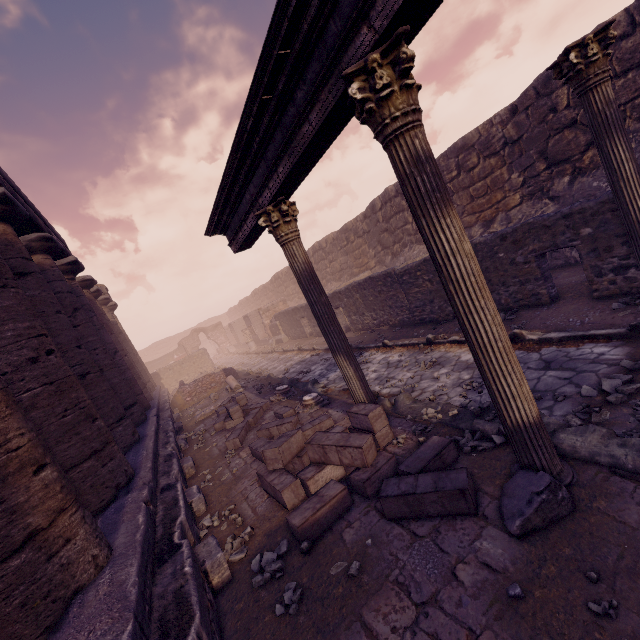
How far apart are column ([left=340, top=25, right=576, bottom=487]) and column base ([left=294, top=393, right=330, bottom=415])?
4.2 meters

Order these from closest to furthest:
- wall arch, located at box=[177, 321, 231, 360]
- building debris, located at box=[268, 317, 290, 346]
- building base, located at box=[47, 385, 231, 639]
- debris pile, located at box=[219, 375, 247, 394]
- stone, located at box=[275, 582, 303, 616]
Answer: building base, located at box=[47, 385, 231, 639], stone, located at box=[275, 582, 303, 616], debris pile, located at box=[219, 375, 247, 394], building debris, located at box=[268, 317, 290, 346], wall arch, located at box=[177, 321, 231, 360]

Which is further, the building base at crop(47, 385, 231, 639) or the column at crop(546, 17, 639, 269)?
the column at crop(546, 17, 639, 269)

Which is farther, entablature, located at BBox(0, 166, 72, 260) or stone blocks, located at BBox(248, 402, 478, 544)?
entablature, located at BBox(0, 166, 72, 260)

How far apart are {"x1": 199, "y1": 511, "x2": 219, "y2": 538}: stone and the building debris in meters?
15.7

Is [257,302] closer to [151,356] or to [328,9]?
[151,356]

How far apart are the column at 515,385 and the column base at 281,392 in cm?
634

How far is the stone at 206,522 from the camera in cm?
443
